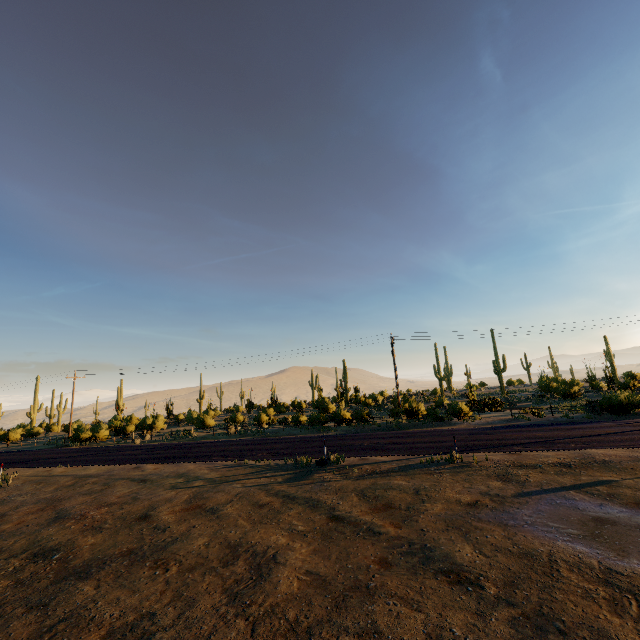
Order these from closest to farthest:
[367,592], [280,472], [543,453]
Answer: [367,592], [543,453], [280,472]
